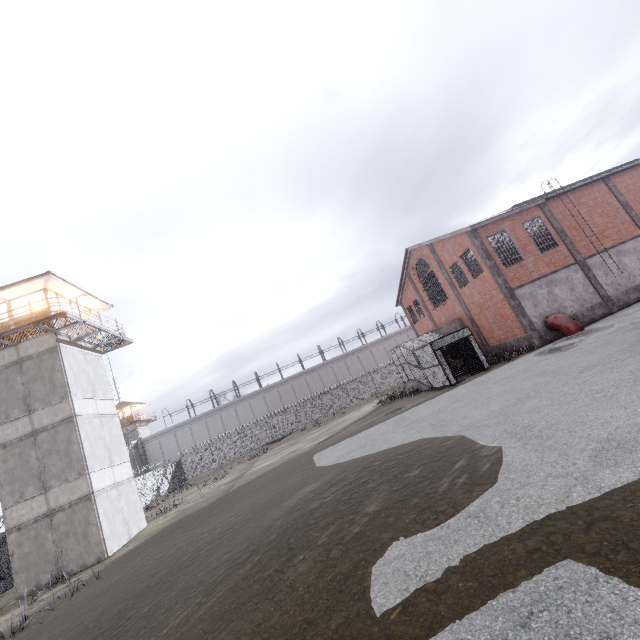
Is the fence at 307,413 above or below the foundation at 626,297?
above

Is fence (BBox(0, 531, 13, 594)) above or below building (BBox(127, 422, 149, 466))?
below

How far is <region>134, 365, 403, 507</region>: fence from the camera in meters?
34.4

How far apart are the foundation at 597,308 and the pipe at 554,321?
0.1m

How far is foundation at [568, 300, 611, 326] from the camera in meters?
20.9

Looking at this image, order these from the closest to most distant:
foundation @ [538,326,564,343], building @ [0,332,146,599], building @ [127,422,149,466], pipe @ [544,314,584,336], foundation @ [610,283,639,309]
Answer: building @ [0,332,146,599], pipe @ [544,314,584,336], foundation @ [538,326,564,343], foundation @ [610,283,639,309], building @ [127,422,149,466]

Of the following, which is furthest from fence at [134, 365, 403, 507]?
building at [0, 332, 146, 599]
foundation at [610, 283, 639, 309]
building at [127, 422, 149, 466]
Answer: foundation at [610, 283, 639, 309]

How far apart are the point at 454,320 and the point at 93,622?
27.1 meters
